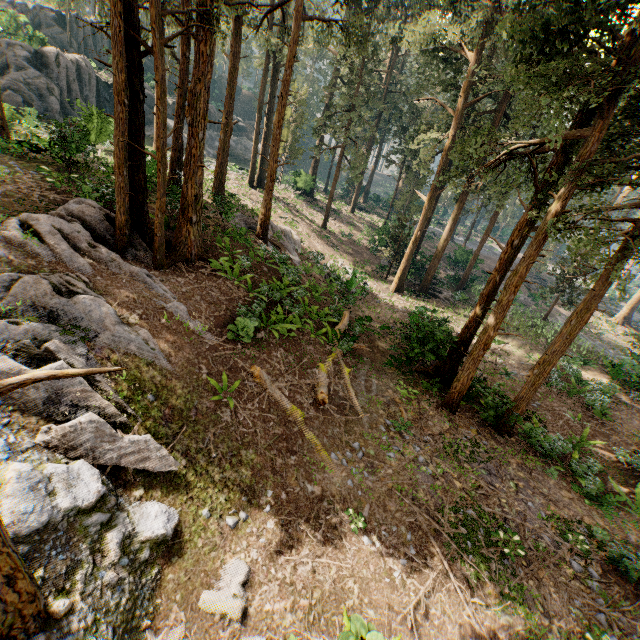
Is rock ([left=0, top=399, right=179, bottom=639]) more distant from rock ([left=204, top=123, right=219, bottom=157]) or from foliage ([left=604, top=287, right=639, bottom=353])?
rock ([left=204, top=123, right=219, bottom=157])

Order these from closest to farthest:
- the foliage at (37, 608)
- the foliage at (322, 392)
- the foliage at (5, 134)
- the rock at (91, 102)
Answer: the foliage at (37, 608) → the foliage at (322, 392) → the foliage at (5, 134) → the rock at (91, 102)

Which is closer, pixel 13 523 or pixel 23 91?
pixel 13 523

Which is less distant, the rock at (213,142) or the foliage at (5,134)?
the foliage at (5,134)

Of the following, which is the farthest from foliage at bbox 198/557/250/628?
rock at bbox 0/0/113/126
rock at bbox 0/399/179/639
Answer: → rock at bbox 0/0/113/126

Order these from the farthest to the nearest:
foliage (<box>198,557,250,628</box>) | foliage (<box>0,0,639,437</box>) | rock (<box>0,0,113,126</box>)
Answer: rock (<box>0,0,113,126</box>) < foliage (<box>0,0,639,437</box>) < foliage (<box>198,557,250,628</box>)

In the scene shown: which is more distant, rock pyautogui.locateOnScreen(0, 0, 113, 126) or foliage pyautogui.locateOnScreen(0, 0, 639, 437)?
rock pyautogui.locateOnScreen(0, 0, 113, 126)

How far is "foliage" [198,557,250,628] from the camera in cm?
605
